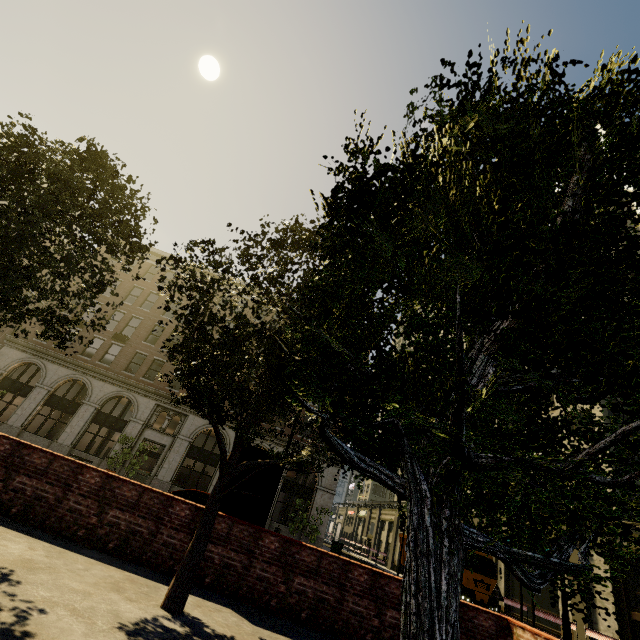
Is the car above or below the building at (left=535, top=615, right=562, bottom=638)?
above

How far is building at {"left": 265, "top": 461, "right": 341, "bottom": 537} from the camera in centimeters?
2464cm

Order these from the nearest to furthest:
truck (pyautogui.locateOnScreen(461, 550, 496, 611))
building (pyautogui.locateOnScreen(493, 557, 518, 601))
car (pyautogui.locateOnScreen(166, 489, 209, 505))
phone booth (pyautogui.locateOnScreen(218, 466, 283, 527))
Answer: phone booth (pyautogui.locateOnScreen(218, 466, 283, 527))
car (pyautogui.locateOnScreen(166, 489, 209, 505))
truck (pyautogui.locateOnScreen(461, 550, 496, 611))
building (pyautogui.locateOnScreen(493, 557, 518, 601))

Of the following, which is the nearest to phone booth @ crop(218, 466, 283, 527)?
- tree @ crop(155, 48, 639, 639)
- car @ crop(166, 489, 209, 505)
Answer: tree @ crop(155, 48, 639, 639)

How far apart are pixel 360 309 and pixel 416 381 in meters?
1.6 m

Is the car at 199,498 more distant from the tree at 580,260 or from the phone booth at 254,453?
the tree at 580,260

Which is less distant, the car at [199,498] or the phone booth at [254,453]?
the phone booth at [254,453]

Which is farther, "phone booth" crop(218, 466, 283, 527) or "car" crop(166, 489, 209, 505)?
"car" crop(166, 489, 209, 505)
